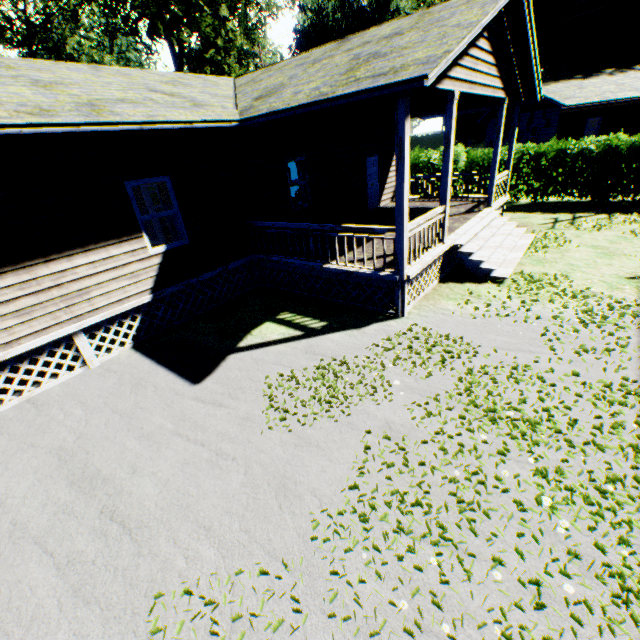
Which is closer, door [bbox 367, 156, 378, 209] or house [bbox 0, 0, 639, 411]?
house [bbox 0, 0, 639, 411]

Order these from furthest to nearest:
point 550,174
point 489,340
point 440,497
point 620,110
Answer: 1. point 620,110
2. point 550,174
3. point 489,340
4. point 440,497

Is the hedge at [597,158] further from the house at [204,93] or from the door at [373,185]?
the door at [373,185]

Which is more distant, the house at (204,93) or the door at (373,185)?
the door at (373,185)

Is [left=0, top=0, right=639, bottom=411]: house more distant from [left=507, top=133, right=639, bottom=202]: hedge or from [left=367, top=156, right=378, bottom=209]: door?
[left=507, top=133, right=639, bottom=202]: hedge

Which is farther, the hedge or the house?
the hedge
